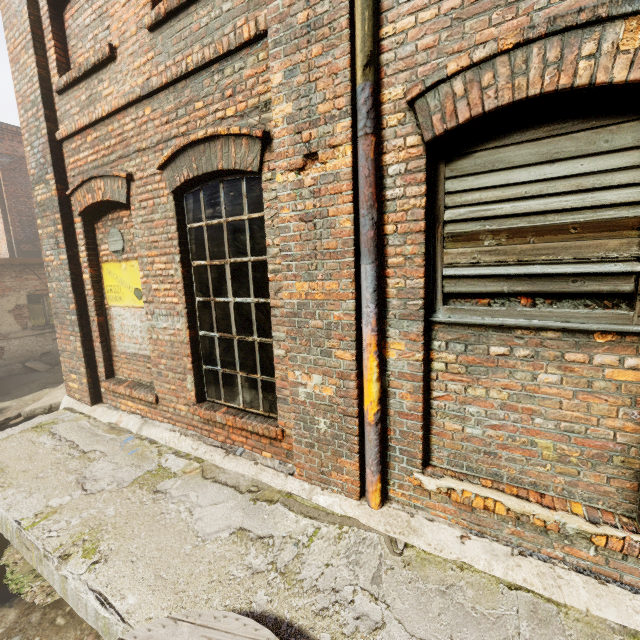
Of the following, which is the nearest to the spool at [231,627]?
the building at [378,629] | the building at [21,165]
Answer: the building at [378,629]

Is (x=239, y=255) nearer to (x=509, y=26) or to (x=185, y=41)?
(x=185, y=41)

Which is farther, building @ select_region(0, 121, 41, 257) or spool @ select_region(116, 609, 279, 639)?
building @ select_region(0, 121, 41, 257)

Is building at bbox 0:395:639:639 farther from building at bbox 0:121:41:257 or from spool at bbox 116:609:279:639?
building at bbox 0:121:41:257

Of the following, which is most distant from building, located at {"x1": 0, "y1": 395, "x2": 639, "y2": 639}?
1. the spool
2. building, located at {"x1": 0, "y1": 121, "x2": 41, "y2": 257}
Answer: building, located at {"x1": 0, "y1": 121, "x2": 41, "y2": 257}
